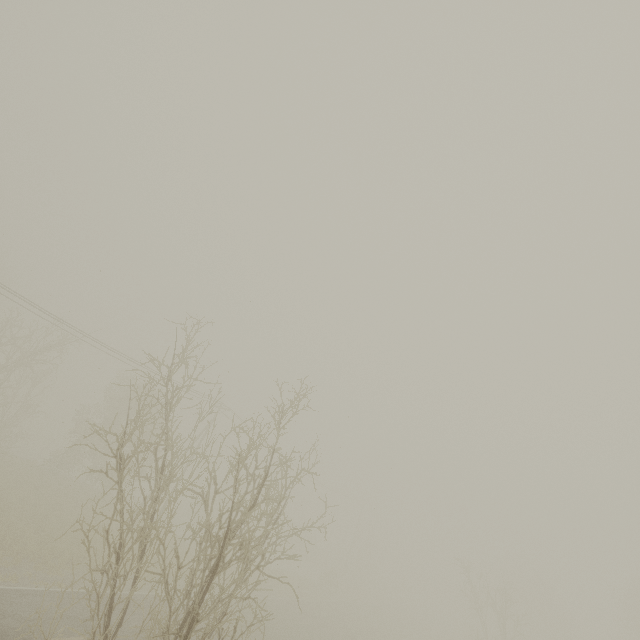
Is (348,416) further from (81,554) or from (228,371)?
(81,554)
